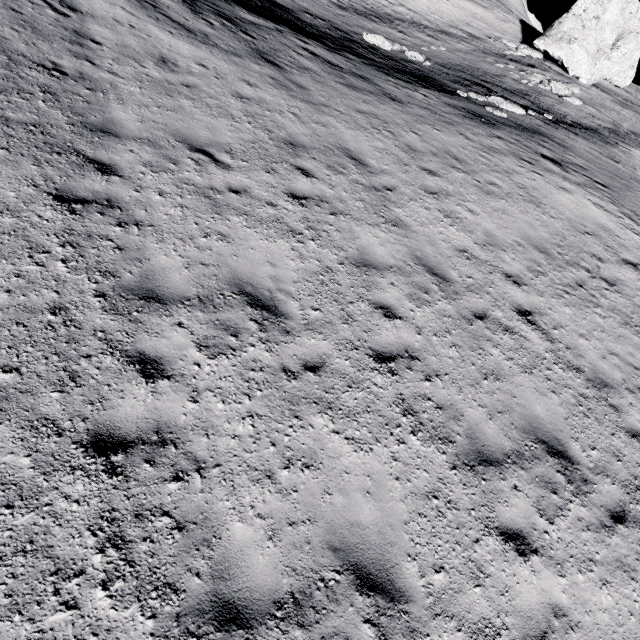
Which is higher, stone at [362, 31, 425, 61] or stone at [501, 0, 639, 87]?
stone at [501, 0, 639, 87]

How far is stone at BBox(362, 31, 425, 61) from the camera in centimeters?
1925cm

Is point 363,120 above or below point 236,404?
above

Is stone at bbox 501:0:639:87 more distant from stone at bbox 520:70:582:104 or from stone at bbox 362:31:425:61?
stone at bbox 362:31:425:61

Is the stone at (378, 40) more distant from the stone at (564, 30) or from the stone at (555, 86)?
the stone at (564, 30)

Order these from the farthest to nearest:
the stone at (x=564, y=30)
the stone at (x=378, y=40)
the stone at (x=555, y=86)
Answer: the stone at (x=564, y=30) → the stone at (x=555, y=86) → the stone at (x=378, y=40)

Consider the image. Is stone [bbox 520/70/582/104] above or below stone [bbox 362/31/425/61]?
above

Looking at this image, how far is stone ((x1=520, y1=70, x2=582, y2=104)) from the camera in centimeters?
2288cm
